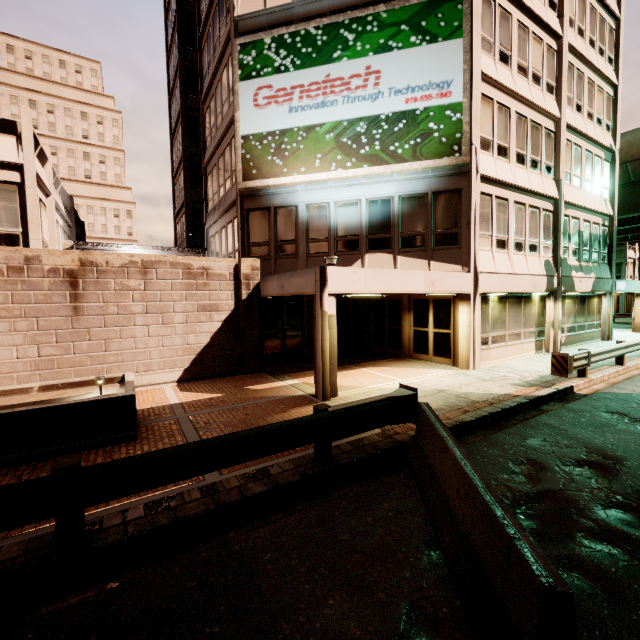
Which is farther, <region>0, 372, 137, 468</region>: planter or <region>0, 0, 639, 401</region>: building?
<region>0, 0, 639, 401</region>: building

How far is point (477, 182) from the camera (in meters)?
12.20

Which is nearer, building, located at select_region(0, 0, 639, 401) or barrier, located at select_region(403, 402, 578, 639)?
barrier, located at select_region(403, 402, 578, 639)

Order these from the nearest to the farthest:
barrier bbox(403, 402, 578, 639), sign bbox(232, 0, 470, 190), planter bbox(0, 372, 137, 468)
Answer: barrier bbox(403, 402, 578, 639) → planter bbox(0, 372, 137, 468) → sign bbox(232, 0, 470, 190)

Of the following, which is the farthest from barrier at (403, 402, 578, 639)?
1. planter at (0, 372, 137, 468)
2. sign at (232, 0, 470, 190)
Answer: sign at (232, 0, 470, 190)

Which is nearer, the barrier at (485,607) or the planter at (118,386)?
the barrier at (485,607)

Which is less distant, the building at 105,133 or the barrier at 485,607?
the barrier at 485,607

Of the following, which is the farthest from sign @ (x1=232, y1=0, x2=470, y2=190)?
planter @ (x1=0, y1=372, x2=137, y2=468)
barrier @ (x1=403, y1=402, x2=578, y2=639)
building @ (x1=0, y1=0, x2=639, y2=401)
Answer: barrier @ (x1=403, y1=402, x2=578, y2=639)
